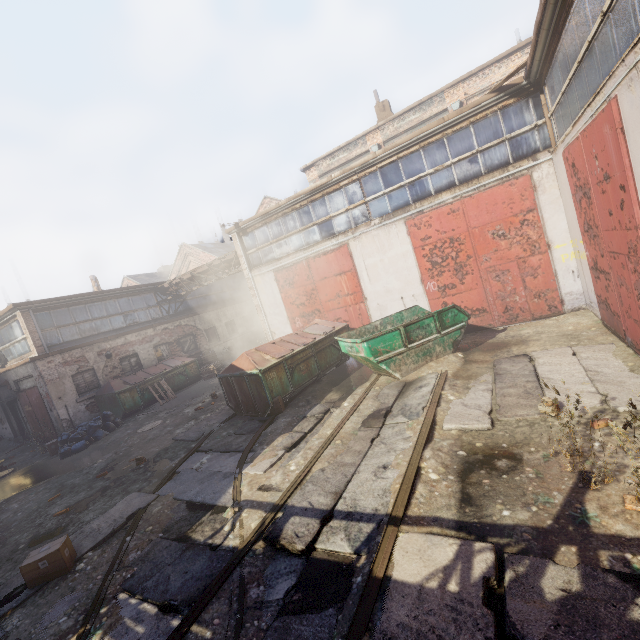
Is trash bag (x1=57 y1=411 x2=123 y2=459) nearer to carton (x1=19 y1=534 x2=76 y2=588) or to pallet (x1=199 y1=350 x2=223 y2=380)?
pallet (x1=199 y1=350 x2=223 y2=380)

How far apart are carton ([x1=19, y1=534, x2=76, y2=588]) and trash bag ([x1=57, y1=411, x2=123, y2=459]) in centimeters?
791cm

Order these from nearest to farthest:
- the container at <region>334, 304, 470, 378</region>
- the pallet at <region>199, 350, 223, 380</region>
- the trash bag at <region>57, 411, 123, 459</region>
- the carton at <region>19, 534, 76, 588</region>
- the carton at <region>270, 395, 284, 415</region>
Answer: the carton at <region>19, 534, 76, 588</region>
the container at <region>334, 304, 470, 378</region>
the carton at <region>270, 395, 284, 415</region>
the trash bag at <region>57, 411, 123, 459</region>
the pallet at <region>199, 350, 223, 380</region>

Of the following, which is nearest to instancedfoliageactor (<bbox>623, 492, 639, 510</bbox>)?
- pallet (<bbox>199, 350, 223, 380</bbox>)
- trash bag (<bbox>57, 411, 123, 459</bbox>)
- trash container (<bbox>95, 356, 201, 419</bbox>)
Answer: trash bag (<bbox>57, 411, 123, 459</bbox>)

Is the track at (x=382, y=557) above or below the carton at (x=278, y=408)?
below

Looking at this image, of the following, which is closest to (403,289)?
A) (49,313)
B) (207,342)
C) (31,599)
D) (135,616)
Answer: (135,616)

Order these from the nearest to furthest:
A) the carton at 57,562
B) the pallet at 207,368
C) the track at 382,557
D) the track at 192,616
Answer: the track at 382,557, the track at 192,616, the carton at 57,562, the pallet at 207,368

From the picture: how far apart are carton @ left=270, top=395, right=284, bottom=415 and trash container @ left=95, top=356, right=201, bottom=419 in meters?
9.1
